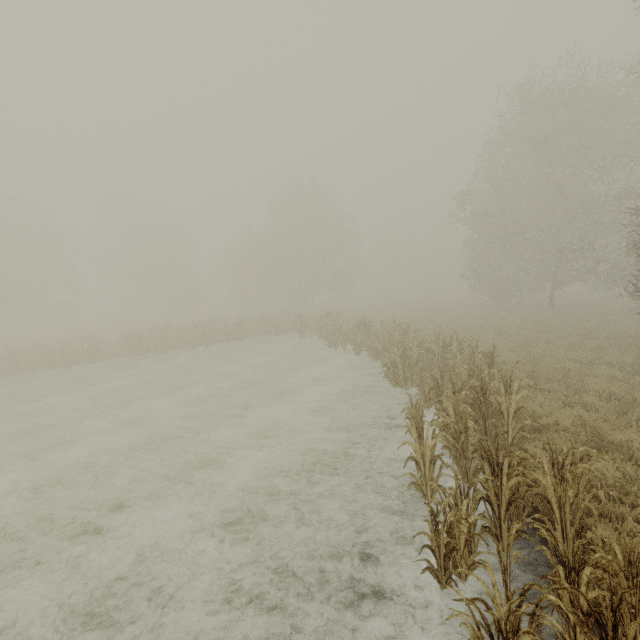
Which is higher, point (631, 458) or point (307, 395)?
point (631, 458)
